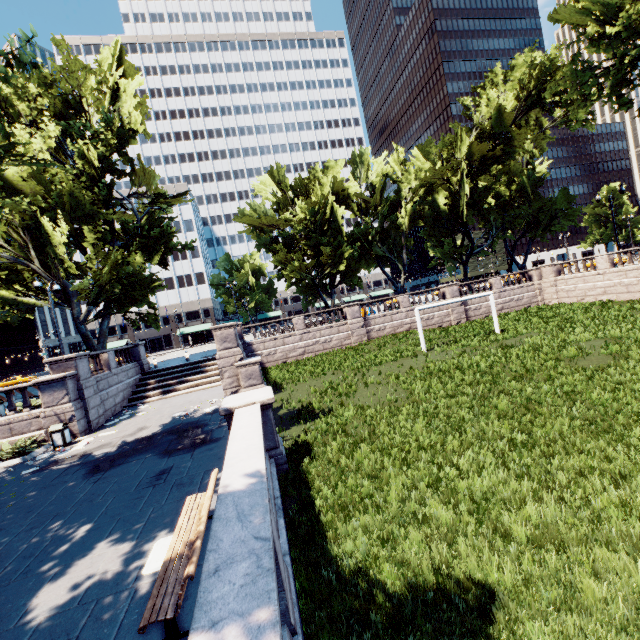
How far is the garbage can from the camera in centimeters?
1416cm

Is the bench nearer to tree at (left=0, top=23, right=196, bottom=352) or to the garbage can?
tree at (left=0, top=23, right=196, bottom=352)

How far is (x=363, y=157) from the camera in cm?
4094

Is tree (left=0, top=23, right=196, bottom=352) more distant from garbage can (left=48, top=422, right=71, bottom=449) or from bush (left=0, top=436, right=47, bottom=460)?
garbage can (left=48, top=422, right=71, bottom=449)

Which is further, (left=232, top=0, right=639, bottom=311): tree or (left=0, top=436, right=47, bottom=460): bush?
(left=232, top=0, right=639, bottom=311): tree

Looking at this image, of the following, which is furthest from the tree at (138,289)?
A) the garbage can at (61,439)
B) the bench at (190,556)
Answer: the bench at (190,556)

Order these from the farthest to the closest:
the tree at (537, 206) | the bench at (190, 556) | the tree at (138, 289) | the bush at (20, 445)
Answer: the tree at (537, 206) → the tree at (138, 289) → the bush at (20, 445) → the bench at (190, 556)
